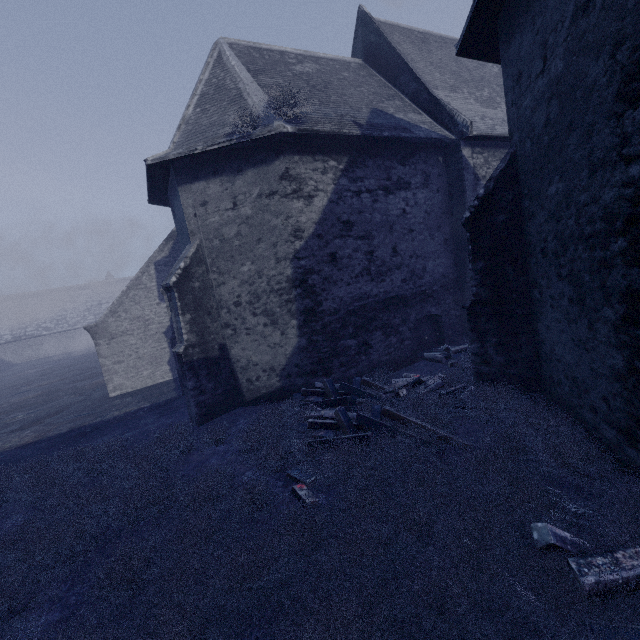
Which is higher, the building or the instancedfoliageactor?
the building

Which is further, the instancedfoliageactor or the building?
the building

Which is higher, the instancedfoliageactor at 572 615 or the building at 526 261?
the building at 526 261

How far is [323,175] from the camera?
8.8m

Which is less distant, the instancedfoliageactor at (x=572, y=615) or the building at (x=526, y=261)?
the instancedfoliageactor at (x=572, y=615)
